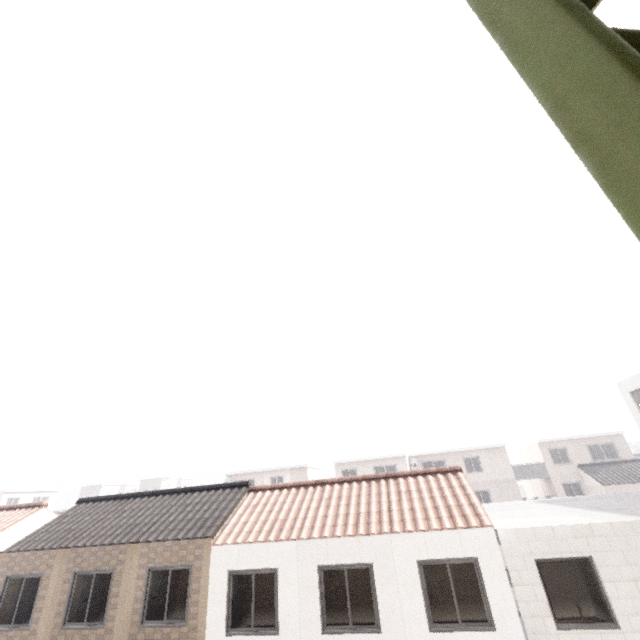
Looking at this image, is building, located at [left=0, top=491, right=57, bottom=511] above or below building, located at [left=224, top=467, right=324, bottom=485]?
above

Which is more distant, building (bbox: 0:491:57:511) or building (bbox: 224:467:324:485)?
building (bbox: 0:491:57:511)

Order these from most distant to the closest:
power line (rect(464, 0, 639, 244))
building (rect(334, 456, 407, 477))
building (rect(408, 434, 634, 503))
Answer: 1. building (rect(334, 456, 407, 477))
2. building (rect(408, 434, 634, 503))
3. power line (rect(464, 0, 639, 244))

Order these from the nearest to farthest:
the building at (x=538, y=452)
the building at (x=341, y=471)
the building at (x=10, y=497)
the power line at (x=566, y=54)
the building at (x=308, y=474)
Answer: the power line at (x=566, y=54) → the building at (x=538, y=452) → the building at (x=341, y=471) → the building at (x=308, y=474) → the building at (x=10, y=497)

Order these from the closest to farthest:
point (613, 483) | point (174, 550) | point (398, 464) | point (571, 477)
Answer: point (174, 550) < point (613, 483) < point (571, 477) < point (398, 464)

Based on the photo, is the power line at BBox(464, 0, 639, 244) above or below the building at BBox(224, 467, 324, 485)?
below

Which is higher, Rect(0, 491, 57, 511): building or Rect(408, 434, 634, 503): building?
Rect(0, 491, 57, 511): building

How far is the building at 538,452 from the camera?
29.97m
